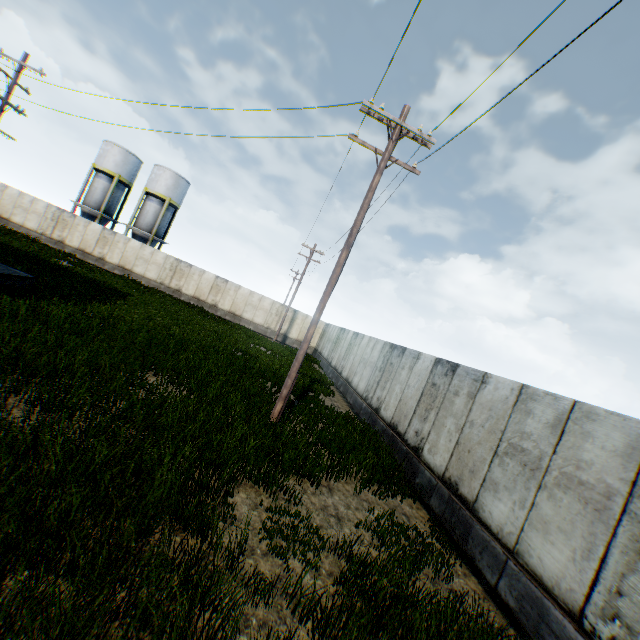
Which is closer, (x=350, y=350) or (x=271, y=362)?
(x=271, y=362)
